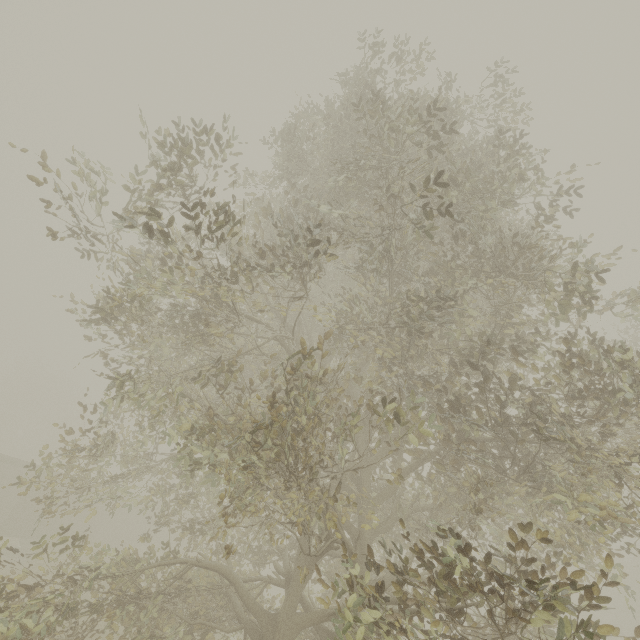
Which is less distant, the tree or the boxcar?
the tree

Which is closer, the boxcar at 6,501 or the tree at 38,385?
the tree at 38,385

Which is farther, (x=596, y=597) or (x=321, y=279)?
(x=321, y=279)
